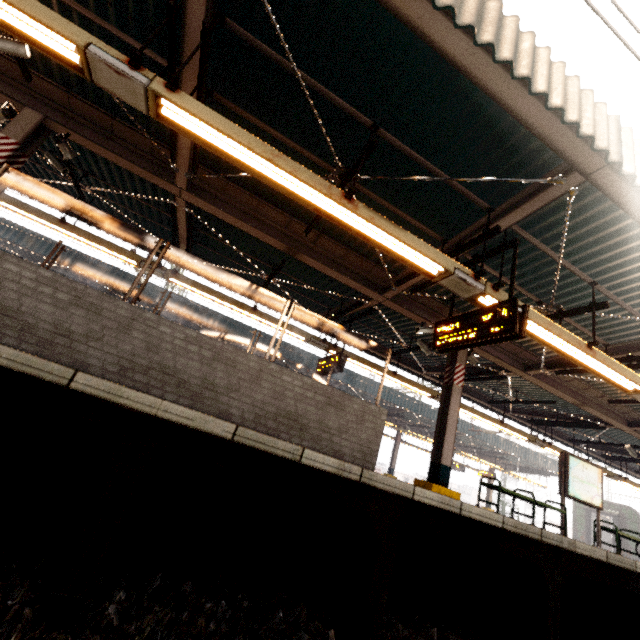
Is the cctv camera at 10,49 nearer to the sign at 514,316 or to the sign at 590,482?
the sign at 514,316

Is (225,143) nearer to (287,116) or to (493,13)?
(287,116)

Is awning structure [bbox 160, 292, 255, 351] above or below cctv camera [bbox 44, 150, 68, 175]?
above

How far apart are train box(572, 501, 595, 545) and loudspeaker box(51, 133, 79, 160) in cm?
3389

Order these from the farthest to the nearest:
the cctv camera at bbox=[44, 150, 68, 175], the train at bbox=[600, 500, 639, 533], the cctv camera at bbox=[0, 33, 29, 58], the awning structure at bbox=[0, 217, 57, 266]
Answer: the train at bbox=[600, 500, 639, 533]
the awning structure at bbox=[0, 217, 57, 266]
the cctv camera at bbox=[44, 150, 68, 175]
the cctv camera at bbox=[0, 33, 29, 58]

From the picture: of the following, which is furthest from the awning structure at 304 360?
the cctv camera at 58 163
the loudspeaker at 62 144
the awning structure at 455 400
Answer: the loudspeaker at 62 144

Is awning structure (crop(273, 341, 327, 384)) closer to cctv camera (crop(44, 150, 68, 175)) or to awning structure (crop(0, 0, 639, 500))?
awning structure (crop(0, 0, 639, 500))

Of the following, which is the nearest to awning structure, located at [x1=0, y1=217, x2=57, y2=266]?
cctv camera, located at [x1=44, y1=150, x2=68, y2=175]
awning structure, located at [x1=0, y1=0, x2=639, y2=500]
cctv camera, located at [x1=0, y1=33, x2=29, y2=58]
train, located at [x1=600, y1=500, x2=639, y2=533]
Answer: train, located at [x1=600, y1=500, x2=639, y2=533]
